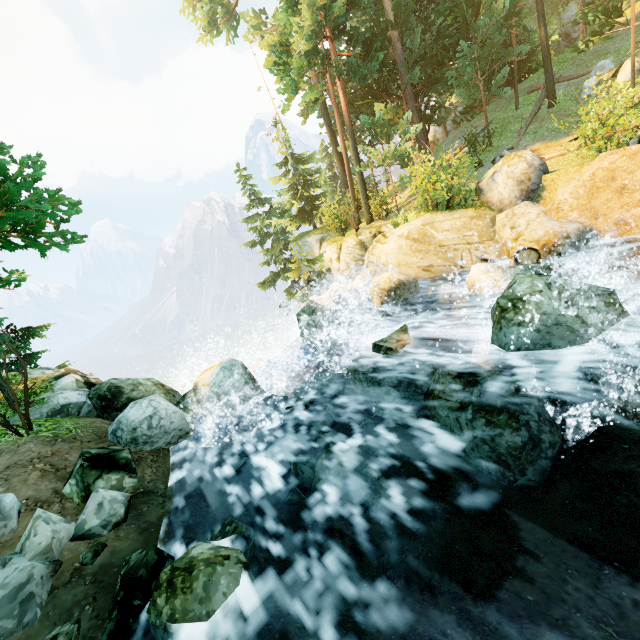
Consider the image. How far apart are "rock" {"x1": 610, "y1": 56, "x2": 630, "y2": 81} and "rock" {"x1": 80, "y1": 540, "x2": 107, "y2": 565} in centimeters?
2467cm

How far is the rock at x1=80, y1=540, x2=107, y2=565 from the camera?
3.9 meters

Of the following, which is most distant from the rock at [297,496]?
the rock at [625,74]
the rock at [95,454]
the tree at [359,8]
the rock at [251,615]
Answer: the rock at [625,74]

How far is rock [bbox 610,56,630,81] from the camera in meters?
15.2 m

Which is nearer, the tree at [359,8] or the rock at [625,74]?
the rock at [625,74]

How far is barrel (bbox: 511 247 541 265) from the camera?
8.62m

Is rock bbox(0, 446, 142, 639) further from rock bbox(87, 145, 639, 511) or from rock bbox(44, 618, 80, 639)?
rock bbox(87, 145, 639, 511)

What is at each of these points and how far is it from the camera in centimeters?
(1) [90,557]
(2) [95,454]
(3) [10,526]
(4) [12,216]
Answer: (1) rock, 395cm
(2) rock, 491cm
(3) rock, 415cm
(4) tree, 725cm
